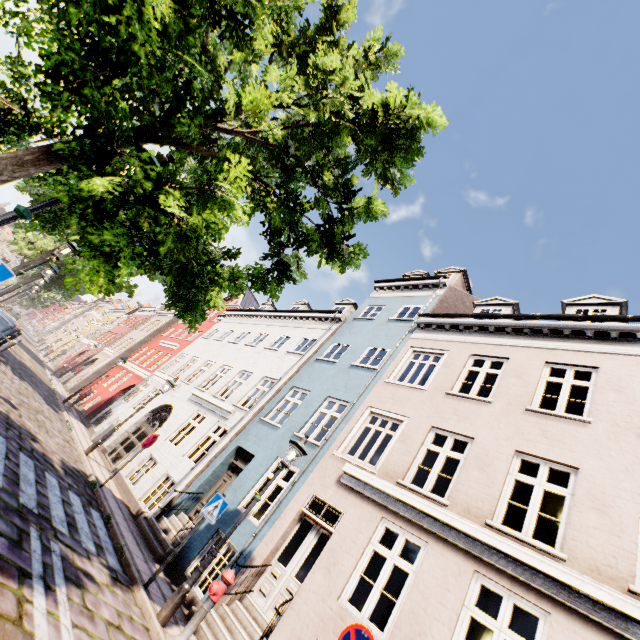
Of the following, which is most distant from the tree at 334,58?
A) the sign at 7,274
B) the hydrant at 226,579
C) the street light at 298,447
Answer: the hydrant at 226,579

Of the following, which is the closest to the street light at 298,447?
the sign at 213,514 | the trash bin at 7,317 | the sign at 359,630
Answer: the sign at 213,514

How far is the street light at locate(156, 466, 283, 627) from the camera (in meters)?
5.41

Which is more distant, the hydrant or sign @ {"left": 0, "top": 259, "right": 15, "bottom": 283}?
the hydrant

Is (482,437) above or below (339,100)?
below

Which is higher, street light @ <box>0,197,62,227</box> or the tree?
the tree

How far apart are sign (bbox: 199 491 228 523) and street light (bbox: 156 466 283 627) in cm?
82

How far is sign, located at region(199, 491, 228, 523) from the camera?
Answer: 6.77m
